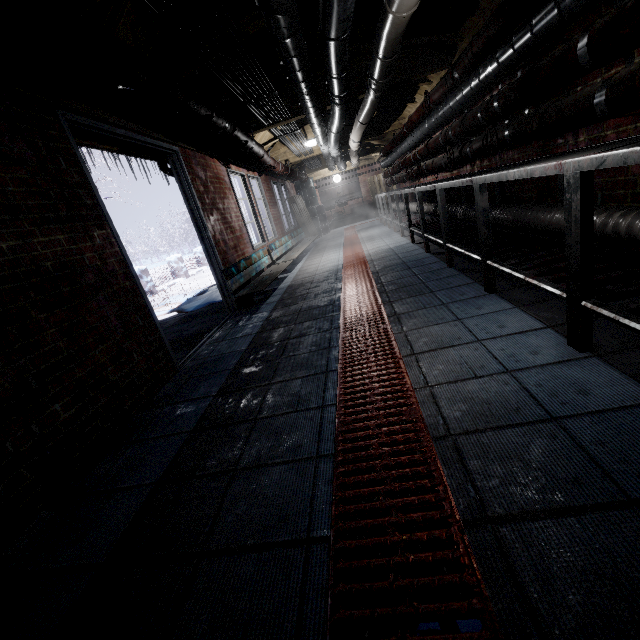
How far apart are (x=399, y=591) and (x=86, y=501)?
1.45m

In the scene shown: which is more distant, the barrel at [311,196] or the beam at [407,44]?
the barrel at [311,196]

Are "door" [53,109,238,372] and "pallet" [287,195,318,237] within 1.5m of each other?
no

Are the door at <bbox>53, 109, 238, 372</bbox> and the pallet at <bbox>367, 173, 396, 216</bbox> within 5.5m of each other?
no

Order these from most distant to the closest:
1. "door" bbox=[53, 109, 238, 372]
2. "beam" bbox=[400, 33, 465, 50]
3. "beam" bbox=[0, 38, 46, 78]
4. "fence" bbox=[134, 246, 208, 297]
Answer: "fence" bbox=[134, 246, 208, 297] < "beam" bbox=[400, 33, 465, 50] < "door" bbox=[53, 109, 238, 372] < "beam" bbox=[0, 38, 46, 78]

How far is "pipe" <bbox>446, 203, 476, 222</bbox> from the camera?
3.5m

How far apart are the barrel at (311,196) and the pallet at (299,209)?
0.8 meters

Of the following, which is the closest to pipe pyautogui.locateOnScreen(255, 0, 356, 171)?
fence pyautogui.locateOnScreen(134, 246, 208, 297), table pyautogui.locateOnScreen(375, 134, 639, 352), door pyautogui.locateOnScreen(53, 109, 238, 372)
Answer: table pyautogui.locateOnScreen(375, 134, 639, 352)
